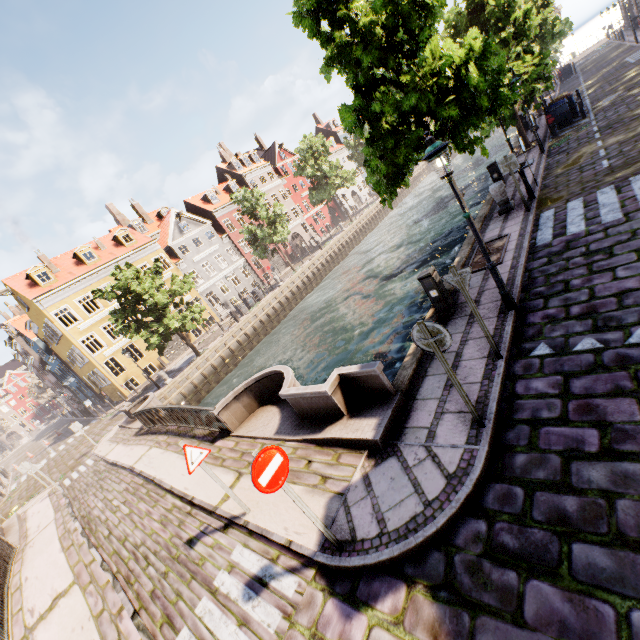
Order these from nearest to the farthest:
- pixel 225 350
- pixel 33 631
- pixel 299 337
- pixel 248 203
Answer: pixel 33 631 → pixel 299 337 → pixel 225 350 → pixel 248 203

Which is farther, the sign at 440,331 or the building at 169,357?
the building at 169,357

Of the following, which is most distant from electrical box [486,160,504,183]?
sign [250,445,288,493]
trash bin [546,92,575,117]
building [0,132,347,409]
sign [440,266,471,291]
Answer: building [0,132,347,409]

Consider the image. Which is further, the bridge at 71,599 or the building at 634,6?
the building at 634,6

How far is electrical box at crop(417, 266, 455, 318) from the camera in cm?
758

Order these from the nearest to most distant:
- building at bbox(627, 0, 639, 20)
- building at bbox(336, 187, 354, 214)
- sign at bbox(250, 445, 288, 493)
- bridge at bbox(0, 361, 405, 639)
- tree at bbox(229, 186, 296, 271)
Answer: sign at bbox(250, 445, 288, 493)
bridge at bbox(0, 361, 405, 639)
tree at bbox(229, 186, 296, 271)
building at bbox(627, 0, 639, 20)
building at bbox(336, 187, 354, 214)

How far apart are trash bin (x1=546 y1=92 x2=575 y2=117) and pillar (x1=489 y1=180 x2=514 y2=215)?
11.0m

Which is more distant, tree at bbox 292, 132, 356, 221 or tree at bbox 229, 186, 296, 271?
tree at bbox 292, 132, 356, 221
